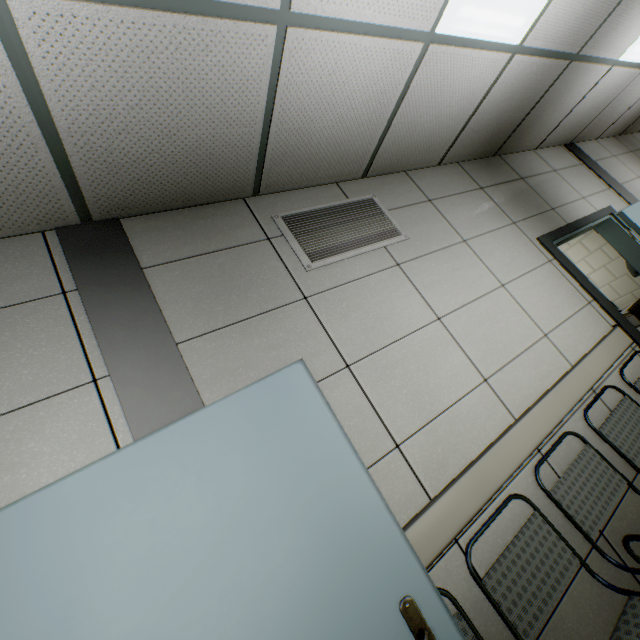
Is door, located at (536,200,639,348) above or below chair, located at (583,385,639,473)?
above

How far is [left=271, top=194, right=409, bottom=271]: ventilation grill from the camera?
2.1m

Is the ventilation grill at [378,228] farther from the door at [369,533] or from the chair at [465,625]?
the chair at [465,625]

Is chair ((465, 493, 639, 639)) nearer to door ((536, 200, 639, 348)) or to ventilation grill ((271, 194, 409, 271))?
door ((536, 200, 639, 348))

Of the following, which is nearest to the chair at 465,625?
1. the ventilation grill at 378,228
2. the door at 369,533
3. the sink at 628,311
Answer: the door at 369,533

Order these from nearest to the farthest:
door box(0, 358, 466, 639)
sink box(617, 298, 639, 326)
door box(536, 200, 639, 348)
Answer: door box(0, 358, 466, 639) → door box(536, 200, 639, 348) → sink box(617, 298, 639, 326)

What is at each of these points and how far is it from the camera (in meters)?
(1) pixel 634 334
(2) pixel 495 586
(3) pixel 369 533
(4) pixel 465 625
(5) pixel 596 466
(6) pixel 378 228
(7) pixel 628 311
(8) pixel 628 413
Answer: (1) door, 2.77
(2) chair, 1.41
(3) door, 1.24
(4) chair, 1.30
(5) chair, 1.88
(6) ventilation grill, 2.45
(7) sink, 4.25
(8) chair, 2.18

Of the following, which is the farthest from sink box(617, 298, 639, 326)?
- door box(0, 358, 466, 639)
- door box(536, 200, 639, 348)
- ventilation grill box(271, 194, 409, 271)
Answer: door box(0, 358, 466, 639)
